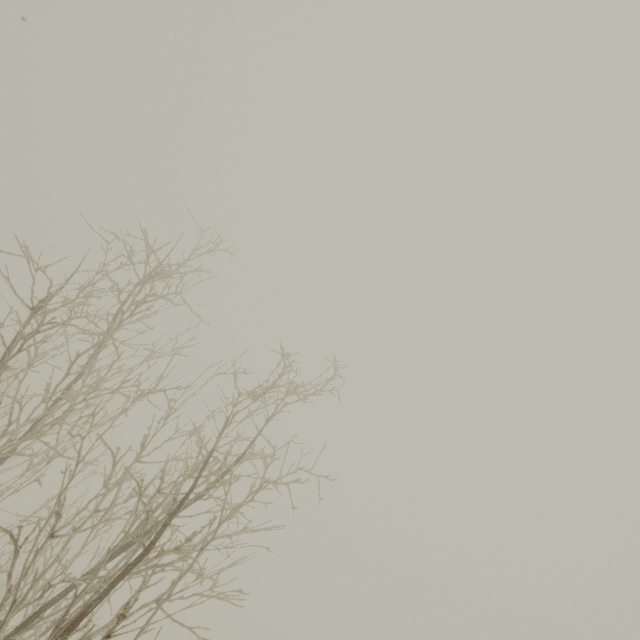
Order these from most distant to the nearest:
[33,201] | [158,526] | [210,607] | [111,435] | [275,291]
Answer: [210,607] → [111,435] → [33,201] → [275,291] → [158,526]
